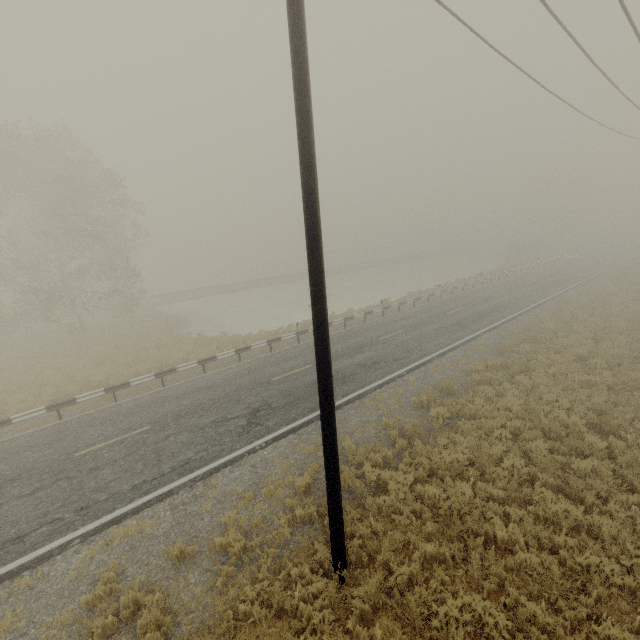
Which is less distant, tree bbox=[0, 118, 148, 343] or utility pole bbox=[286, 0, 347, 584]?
utility pole bbox=[286, 0, 347, 584]

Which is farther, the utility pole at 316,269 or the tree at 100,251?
the tree at 100,251

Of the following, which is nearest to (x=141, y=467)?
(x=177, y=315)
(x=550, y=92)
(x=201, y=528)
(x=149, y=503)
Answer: (x=149, y=503)
